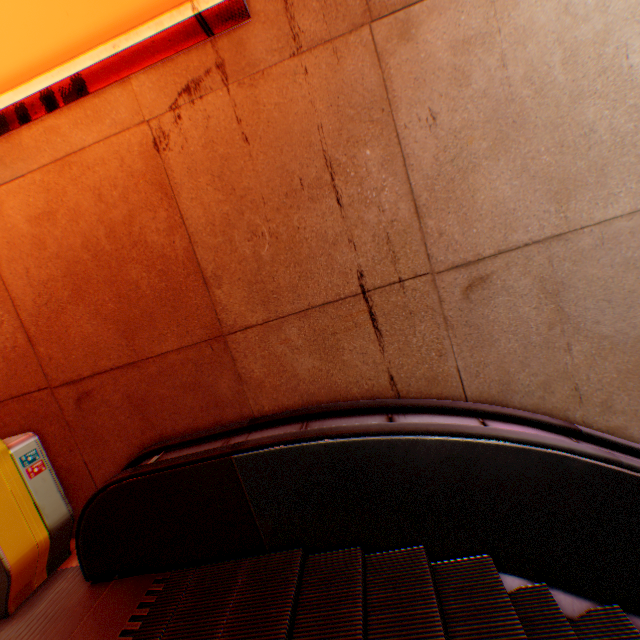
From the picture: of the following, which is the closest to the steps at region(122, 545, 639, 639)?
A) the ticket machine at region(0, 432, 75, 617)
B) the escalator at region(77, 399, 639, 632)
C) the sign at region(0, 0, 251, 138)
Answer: the escalator at region(77, 399, 639, 632)

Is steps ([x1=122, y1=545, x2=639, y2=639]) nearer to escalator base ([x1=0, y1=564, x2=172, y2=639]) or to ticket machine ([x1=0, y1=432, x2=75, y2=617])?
escalator base ([x1=0, y1=564, x2=172, y2=639])

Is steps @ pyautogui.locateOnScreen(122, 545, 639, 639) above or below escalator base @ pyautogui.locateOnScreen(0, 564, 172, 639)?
below

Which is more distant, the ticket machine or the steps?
the ticket machine

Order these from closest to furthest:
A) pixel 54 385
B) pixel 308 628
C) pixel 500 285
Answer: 1. pixel 308 628
2. pixel 500 285
3. pixel 54 385

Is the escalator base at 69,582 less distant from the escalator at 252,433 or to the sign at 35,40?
the escalator at 252,433

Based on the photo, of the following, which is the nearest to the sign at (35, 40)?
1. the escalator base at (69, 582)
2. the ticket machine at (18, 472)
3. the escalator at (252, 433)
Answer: the ticket machine at (18, 472)

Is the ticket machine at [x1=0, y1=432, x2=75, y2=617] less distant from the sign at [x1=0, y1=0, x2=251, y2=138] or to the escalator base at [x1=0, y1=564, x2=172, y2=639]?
the escalator base at [x1=0, y1=564, x2=172, y2=639]
